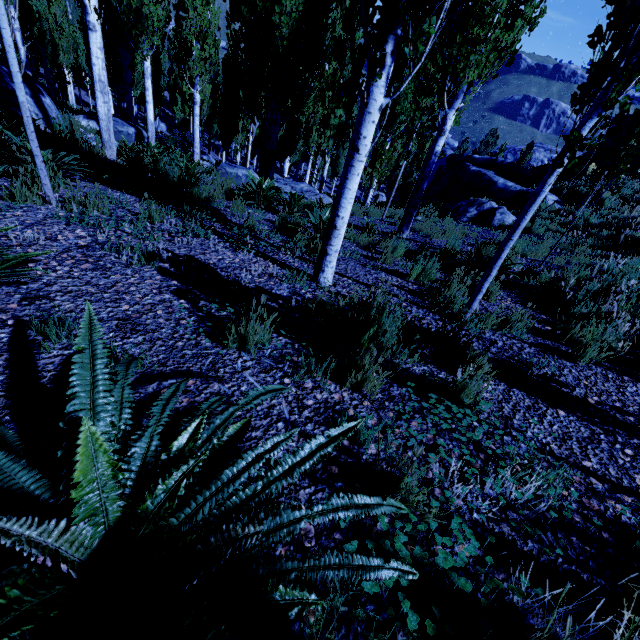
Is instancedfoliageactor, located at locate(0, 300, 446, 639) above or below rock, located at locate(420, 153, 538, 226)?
above

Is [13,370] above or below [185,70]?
A: below

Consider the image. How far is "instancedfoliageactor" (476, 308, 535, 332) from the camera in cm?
364

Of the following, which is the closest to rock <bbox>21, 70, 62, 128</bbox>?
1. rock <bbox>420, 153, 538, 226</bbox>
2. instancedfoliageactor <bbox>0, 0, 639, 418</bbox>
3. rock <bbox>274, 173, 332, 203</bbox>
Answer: instancedfoliageactor <bbox>0, 0, 639, 418</bbox>

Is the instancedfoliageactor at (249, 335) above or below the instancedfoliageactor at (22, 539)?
below

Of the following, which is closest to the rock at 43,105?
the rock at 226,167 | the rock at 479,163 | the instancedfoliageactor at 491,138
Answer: the rock at 226,167

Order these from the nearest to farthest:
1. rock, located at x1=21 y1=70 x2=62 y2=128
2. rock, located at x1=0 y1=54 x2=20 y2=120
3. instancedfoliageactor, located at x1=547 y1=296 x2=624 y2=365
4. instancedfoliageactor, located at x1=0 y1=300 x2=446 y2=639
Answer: instancedfoliageactor, located at x1=0 y1=300 x2=446 y2=639 < instancedfoliageactor, located at x1=547 y1=296 x2=624 y2=365 < rock, located at x1=0 y1=54 x2=20 y2=120 < rock, located at x1=21 y1=70 x2=62 y2=128

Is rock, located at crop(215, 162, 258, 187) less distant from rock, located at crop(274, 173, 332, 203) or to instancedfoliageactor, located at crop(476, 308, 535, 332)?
instancedfoliageactor, located at crop(476, 308, 535, 332)
